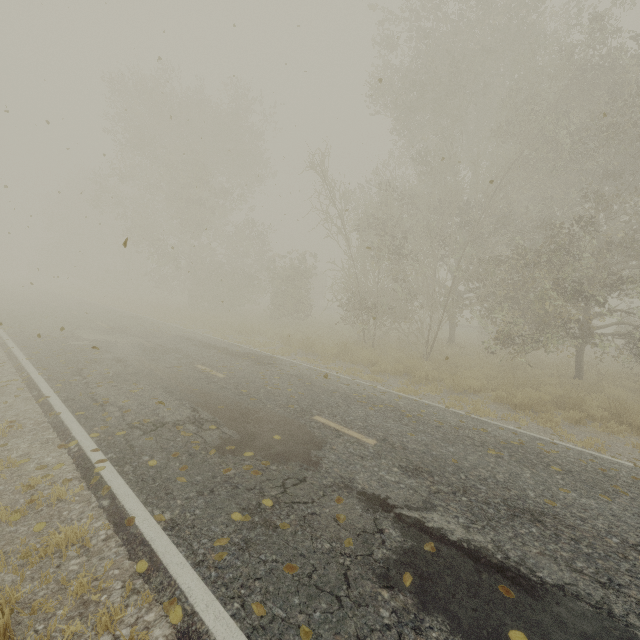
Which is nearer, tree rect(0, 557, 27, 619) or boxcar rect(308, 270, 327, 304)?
tree rect(0, 557, 27, 619)

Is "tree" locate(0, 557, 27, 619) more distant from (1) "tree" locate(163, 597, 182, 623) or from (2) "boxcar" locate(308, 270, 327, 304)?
(2) "boxcar" locate(308, 270, 327, 304)

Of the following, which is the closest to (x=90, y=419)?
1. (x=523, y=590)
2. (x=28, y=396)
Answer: (x=28, y=396)

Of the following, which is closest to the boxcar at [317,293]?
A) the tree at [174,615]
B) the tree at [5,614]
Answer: the tree at [5,614]

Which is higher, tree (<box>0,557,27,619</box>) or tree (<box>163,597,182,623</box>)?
tree (<box>0,557,27,619</box>)
